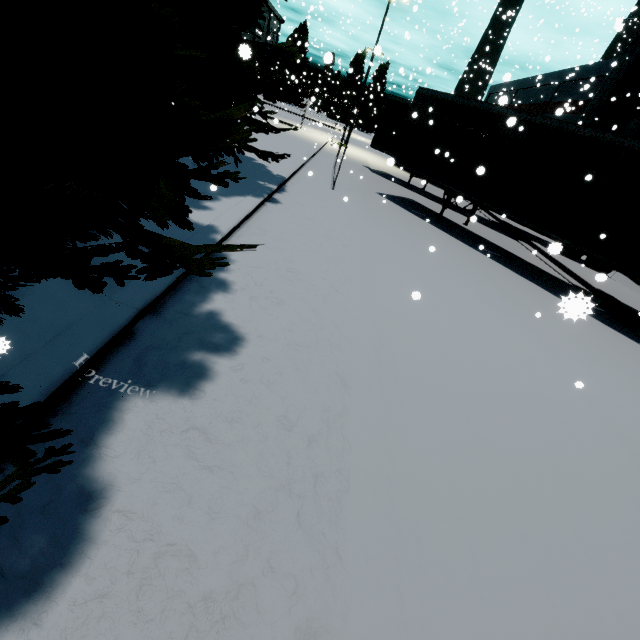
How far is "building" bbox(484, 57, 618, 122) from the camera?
23.27m

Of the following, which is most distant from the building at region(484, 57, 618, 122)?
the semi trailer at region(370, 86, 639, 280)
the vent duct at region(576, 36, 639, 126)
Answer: the semi trailer at region(370, 86, 639, 280)

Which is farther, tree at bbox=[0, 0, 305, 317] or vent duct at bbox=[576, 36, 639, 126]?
vent duct at bbox=[576, 36, 639, 126]

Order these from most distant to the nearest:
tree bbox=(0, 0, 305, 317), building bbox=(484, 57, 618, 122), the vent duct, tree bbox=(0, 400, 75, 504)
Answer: building bbox=(484, 57, 618, 122), the vent duct, tree bbox=(0, 0, 305, 317), tree bbox=(0, 400, 75, 504)

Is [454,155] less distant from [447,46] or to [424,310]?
[424,310]

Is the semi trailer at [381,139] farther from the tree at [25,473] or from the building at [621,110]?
the building at [621,110]

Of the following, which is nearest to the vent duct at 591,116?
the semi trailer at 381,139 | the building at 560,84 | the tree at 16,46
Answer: the building at 560,84
